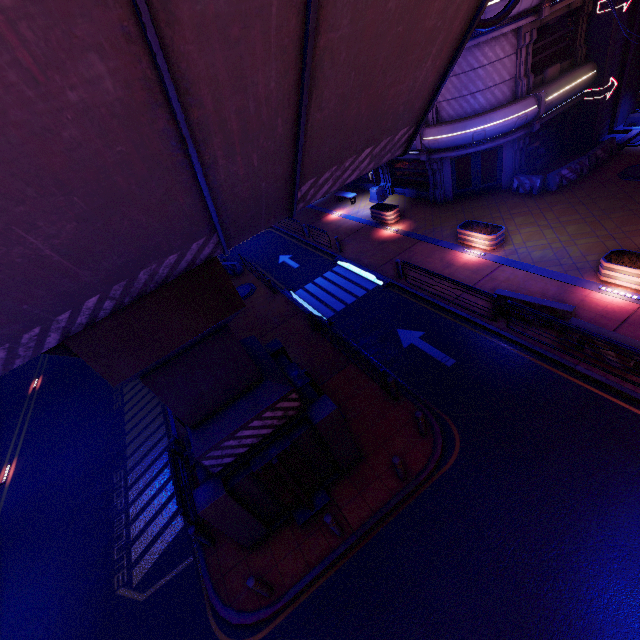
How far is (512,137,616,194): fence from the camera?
17.5m

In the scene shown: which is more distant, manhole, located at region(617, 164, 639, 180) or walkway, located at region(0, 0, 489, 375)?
manhole, located at region(617, 164, 639, 180)

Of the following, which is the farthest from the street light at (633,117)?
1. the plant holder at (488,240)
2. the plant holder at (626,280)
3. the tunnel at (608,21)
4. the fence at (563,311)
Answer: the fence at (563,311)

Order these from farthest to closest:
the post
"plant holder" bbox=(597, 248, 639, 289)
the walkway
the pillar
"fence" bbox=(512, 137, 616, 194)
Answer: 1. "fence" bbox=(512, 137, 616, 194)
2. "plant holder" bbox=(597, 248, 639, 289)
3. the post
4. the pillar
5. the walkway

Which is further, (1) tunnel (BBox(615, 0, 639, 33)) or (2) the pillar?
(1) tunnel (BBox(615, 0, 639, 33))

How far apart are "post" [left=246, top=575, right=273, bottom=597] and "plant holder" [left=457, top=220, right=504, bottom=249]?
15.59m

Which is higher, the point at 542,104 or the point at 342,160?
the point at 342,160

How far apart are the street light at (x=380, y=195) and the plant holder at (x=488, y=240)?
8.8m
